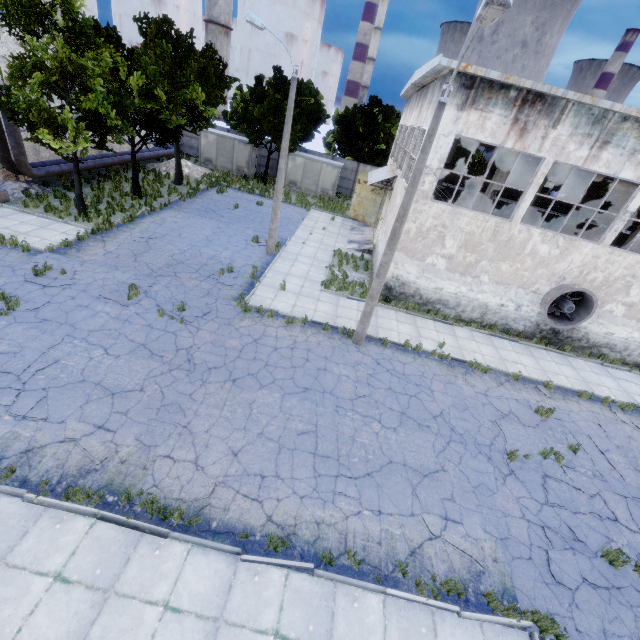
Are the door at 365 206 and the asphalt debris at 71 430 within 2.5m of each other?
no

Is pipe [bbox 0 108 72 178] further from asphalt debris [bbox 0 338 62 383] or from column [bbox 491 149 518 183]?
column [bbox 491 149 518 183]

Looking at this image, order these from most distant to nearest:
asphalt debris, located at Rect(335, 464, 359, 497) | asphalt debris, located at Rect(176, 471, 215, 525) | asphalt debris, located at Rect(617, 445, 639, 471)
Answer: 1. asphalt debris, located at Rect(617, 445, 639, 471)
2. asphalt debris, located at Rect(335, 464, 359, 497)
3. asphalt debris, located at Rect(176, 471, 215, 525)

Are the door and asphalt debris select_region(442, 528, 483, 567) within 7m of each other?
no

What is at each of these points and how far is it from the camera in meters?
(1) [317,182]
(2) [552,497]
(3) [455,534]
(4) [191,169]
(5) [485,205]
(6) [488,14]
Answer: (1) fuse box, 32.6 m
(2) asphalt debris, 9.2 m
(3) asphalt debris, 7.8 m
(4) concrete debris, 29.7 m
(5) column, 16.7 m
(6) lamp post, 6.4 m

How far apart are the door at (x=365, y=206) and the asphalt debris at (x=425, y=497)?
21.9 meters

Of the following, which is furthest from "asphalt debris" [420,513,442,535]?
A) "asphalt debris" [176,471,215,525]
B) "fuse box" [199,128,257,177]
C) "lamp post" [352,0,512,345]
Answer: "fuse box" [199,128,257,177]

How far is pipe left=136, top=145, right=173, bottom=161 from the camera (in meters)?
26.92
